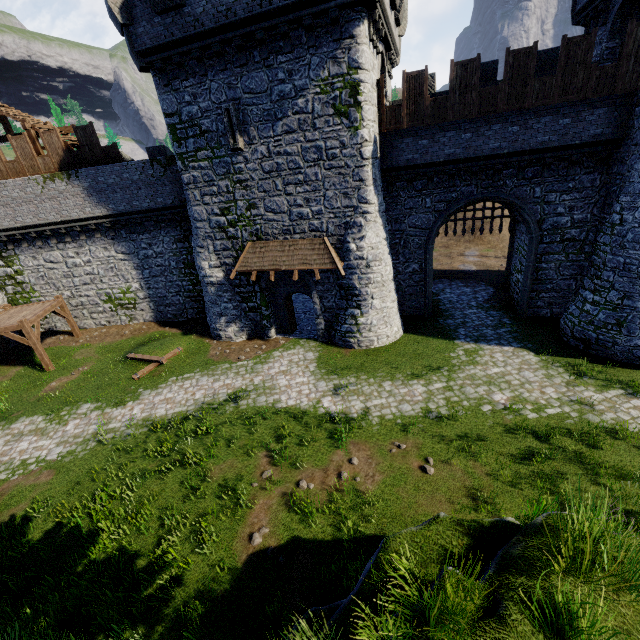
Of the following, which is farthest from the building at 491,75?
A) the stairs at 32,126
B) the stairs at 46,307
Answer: the stairs at 46,307

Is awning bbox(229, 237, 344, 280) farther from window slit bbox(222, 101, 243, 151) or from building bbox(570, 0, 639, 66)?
window slit bbox(222, 101, 243, 151)

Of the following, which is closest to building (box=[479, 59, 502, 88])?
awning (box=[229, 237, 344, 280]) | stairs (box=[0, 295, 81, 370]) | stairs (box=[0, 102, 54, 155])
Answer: awning (box=[229, 237, 344, 280])

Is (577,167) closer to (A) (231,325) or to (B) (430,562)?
(B) (430,562)

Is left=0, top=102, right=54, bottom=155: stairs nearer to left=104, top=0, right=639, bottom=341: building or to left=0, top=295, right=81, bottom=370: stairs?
left=104, top=0, right=639, bottom=341: building

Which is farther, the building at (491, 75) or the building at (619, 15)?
the building at (491, 75)

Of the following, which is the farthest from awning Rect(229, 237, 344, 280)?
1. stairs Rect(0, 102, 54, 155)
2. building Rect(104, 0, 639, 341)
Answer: stairs Rect(0, 102, 54, 155)
